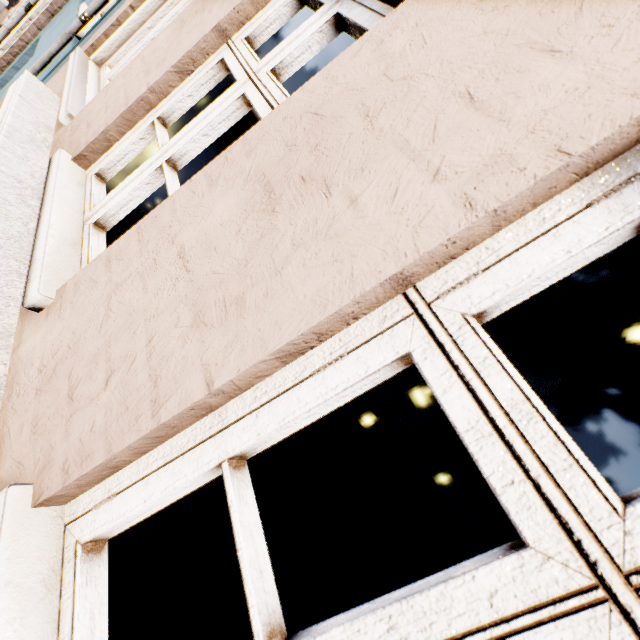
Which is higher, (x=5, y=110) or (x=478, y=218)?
(x=478, y=218)
